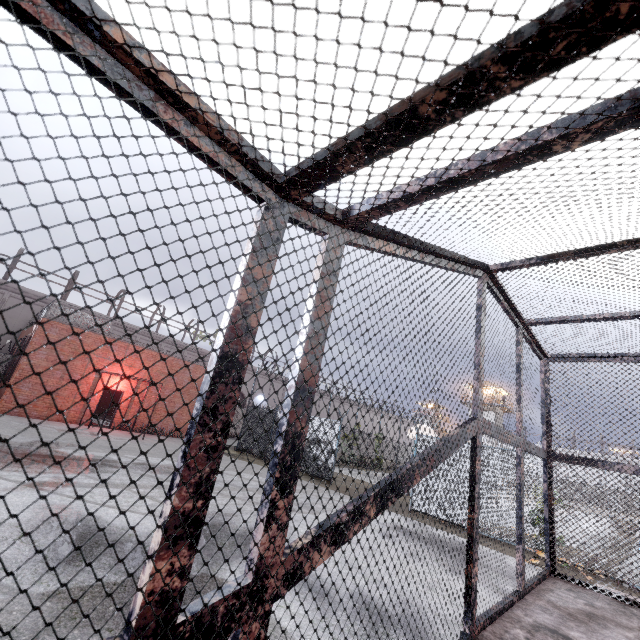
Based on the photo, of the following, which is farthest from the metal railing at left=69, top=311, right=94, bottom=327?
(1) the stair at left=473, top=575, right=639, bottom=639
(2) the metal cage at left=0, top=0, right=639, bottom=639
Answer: (1) the stair at left=473, top=575, right=639, bottom=639

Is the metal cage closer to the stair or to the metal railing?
the stair

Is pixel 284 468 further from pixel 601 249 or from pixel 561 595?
pixel 561 595

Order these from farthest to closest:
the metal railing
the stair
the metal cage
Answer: the metal railing
the stair
the metal cage

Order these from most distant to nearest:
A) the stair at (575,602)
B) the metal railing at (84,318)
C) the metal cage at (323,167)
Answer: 1. the metal railing at (84,318)
2. the stair at (575,602)
3. the metal cage at (323,167)

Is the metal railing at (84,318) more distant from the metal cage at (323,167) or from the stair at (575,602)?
the stair at (575,602)
